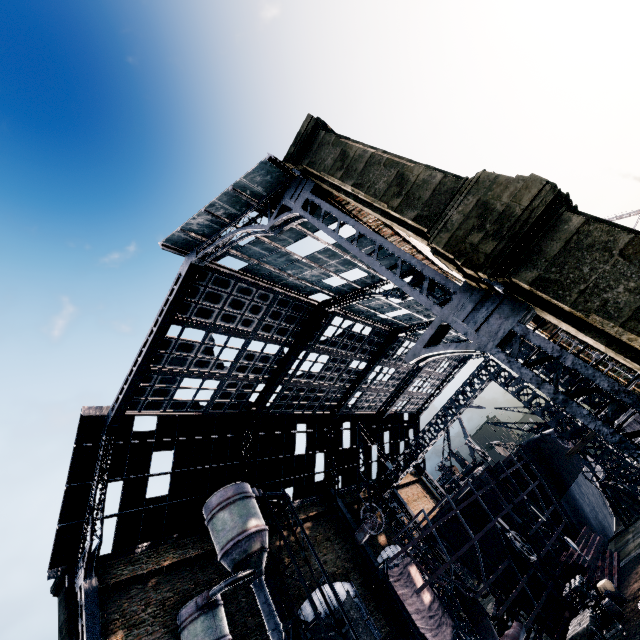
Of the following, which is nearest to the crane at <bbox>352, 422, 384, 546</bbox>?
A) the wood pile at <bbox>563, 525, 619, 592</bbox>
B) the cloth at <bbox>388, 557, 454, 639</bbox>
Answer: the cloth at <bbox>388, 557, 454, 639</bbox>

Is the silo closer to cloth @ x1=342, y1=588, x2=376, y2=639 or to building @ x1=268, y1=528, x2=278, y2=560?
building @ x1=268, y1=528, x2=278, y2=560

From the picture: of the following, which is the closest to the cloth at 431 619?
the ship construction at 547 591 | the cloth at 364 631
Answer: the cloth at 364 631

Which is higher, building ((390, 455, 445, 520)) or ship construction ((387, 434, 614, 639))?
building ((390, 455, 445, 520))

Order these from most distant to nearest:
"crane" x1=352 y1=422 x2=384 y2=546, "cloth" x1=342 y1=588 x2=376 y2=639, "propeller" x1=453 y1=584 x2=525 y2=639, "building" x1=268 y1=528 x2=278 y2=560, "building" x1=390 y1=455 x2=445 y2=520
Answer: "building" x1=390 y1=455 x2=445 y2=520
"crane" x1=352 y1=422 x2=384 y2=546
"building" x1=268 y1=528 x2=278 y2=560
"cloth" x1=342 y1=588 x2=376 y2=639
"propeller" x1=453 y1=584 x2=525 y2=639

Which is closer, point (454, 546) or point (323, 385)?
point (454, 546)

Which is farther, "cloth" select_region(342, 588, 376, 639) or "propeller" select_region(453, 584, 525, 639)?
"cloth" select_region(342, 588, 376, 639)

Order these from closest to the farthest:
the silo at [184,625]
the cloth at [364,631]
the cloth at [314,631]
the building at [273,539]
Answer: the silo at [184,625] → the cloth at [314,631] → the cloth at [364,631] → the building at [273,539]
